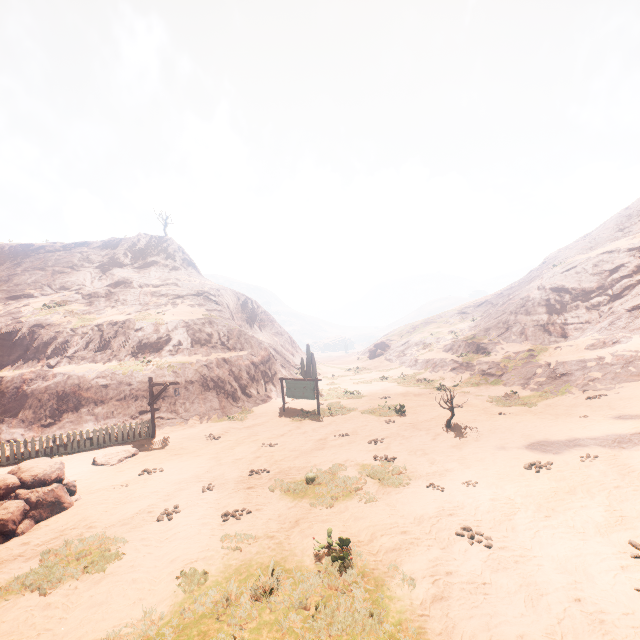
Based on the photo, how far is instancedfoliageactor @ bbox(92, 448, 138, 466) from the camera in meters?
13.2

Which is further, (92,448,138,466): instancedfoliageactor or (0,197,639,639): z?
(92,448,138,466): instancedfoliageactor

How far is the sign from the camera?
19.0 meters

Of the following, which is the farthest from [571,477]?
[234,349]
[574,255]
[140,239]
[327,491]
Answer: [140,239]

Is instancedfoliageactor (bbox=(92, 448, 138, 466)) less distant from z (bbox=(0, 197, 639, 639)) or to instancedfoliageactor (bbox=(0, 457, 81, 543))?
z (bbox=(0, 197, 639, 639))

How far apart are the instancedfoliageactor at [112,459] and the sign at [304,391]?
8.5m

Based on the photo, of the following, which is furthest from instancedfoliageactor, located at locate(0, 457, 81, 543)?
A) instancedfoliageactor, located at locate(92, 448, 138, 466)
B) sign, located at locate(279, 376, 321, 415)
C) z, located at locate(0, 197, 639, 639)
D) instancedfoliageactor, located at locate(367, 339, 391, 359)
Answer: instancedfoliageactor, located at locate(367, 339, 391, 359)

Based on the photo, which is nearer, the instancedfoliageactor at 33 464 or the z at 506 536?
the z at 506 536
